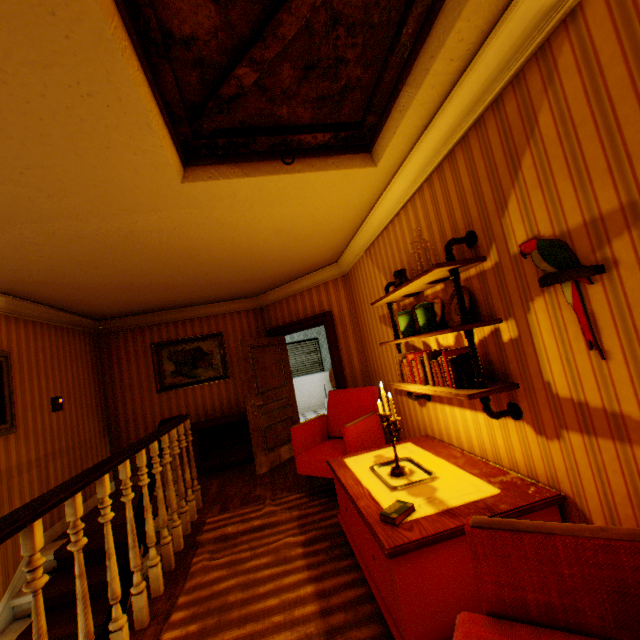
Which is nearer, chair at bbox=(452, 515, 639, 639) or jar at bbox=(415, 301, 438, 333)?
chair at bbox=(452, 515, 639, 639)

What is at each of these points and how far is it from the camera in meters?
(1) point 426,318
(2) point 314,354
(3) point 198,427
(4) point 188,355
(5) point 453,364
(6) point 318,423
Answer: (1) jar, 2.5
(2) blinds, 10.9
(3) heater, 5.9
(4) painting, 6.5
(5) book row, 2.2
(6) chair, 4.5

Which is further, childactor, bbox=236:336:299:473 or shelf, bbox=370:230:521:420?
childactor, bbox=236:336:299:473

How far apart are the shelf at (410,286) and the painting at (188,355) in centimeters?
409cm

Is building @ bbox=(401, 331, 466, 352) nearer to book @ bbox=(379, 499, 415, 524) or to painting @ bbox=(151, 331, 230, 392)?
painting @ bbox=(151, 331, 230, 392)

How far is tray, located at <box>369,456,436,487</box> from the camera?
2.3 meters

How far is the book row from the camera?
2.2 meters

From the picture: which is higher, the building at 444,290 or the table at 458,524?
the building at 444,290
